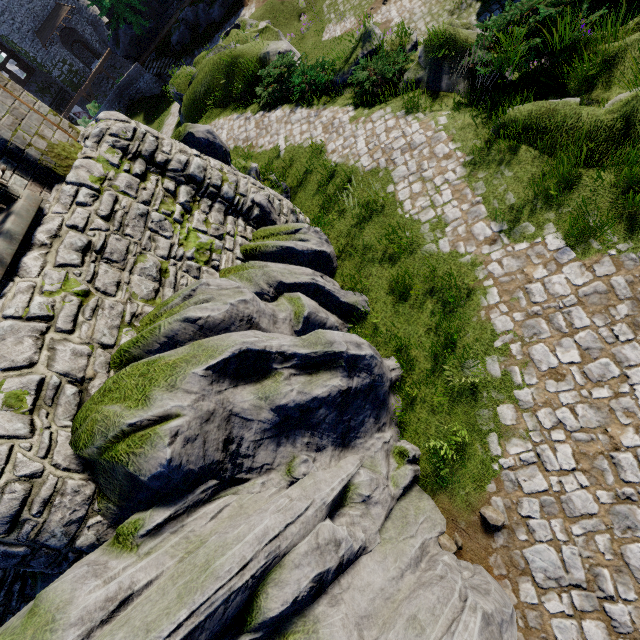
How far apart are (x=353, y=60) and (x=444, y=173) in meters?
7.0 m

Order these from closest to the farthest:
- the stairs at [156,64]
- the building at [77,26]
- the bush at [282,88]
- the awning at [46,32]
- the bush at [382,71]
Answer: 1. the bush at [382,71]
2. the bush at [282,88]
3. the stairs at [156,64]
4. the awning at [46,32]
5. the building at [77,26]

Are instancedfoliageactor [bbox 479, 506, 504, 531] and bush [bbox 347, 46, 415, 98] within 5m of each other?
no

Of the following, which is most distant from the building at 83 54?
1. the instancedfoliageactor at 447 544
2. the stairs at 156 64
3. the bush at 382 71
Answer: the instancedfoliageactor at 447 544

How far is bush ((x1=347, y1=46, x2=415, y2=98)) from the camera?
10.2 meters

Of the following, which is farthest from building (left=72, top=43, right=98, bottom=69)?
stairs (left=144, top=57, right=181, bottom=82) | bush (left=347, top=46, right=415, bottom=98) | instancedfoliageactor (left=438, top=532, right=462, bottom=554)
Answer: instancedfoliageactor (left=438, top=532, right=462, bottom=554)

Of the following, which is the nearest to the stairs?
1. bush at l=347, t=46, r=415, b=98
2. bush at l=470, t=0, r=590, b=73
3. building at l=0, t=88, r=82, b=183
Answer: building at l=0, t=88, r=82, b=183

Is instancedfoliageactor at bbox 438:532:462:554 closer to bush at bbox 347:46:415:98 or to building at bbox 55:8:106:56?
bush at bbox 347:46:415:98
